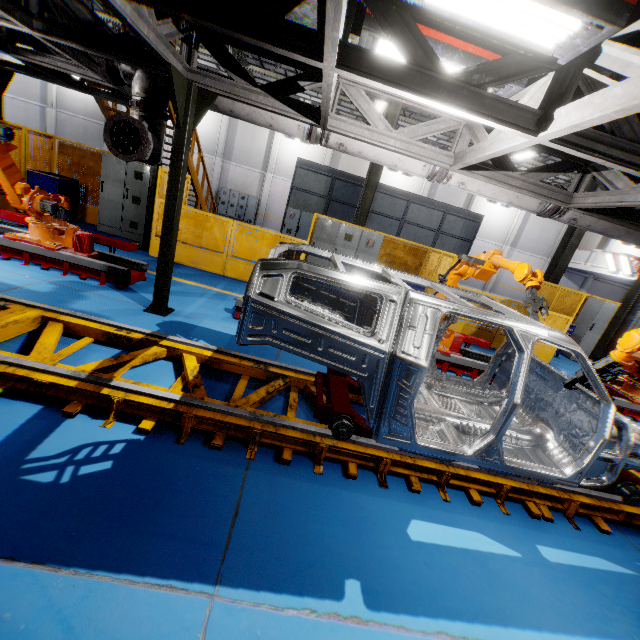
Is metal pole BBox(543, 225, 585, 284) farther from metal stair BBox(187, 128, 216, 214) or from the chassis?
metal stair BBox(187, 128, 216, 214)

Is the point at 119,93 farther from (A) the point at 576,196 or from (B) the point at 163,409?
(A) the point at 576,196

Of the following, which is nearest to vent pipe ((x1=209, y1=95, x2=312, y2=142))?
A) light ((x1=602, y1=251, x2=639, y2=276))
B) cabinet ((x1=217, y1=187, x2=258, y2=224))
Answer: light ((x1=602, y1=251, x2=639, y2=276))

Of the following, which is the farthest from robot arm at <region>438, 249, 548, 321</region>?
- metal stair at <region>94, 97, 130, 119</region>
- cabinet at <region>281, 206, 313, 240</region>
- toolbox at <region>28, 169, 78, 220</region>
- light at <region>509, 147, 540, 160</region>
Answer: light at <region>509, 147, 540, 160</region>

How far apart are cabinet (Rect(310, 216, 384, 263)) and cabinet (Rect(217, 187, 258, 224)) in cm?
1640

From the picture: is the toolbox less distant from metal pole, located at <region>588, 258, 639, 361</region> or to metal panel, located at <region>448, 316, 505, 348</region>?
metal panel, located at <region>448, 316, 505, 348</region>

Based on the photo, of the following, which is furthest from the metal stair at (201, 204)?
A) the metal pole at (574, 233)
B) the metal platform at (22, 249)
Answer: the metal pole at (574, 233)

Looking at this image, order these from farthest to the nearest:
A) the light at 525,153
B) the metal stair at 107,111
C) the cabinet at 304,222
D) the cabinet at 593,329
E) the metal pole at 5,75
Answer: the cabinet at 304,222, the light at 525,153, the cabinet at 593,329, the metal stair at 107,111, the metal pole at 5,75
